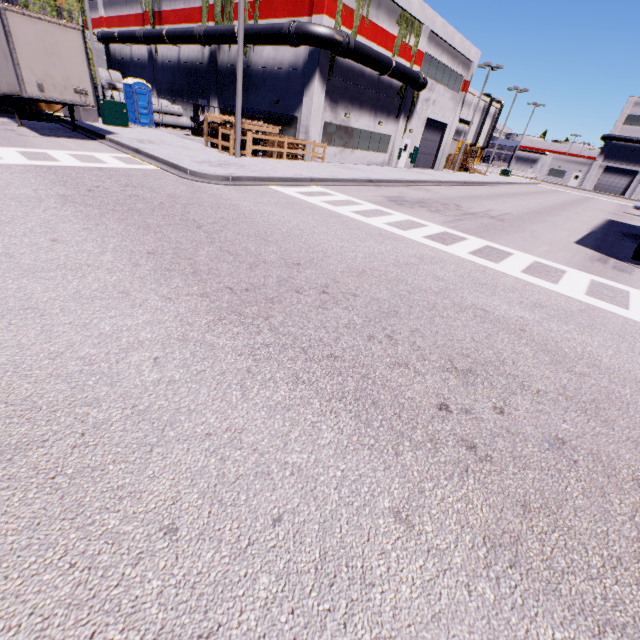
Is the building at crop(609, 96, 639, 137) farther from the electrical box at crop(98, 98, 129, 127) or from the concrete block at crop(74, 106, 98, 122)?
the electrical box at crop(98, 98, 129, 127)

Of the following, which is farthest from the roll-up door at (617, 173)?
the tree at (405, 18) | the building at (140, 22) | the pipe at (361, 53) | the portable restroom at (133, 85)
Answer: the portable restroom at (133, 85)

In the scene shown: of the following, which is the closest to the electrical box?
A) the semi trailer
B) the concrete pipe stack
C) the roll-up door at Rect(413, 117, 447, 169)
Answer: the semi trailer

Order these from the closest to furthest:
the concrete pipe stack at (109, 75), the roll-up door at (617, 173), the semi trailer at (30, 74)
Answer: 1. the semi trailer at (30, 74)
2. the concrete pipe stack at (109, 75)
3. the roll-up door at (617, 173)

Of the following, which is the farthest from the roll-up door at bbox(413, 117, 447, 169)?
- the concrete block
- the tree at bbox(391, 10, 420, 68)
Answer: the concrete block

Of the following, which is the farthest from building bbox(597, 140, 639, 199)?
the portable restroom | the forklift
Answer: the portable restroom

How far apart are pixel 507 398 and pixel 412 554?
2.3m

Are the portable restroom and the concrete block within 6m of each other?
yes
